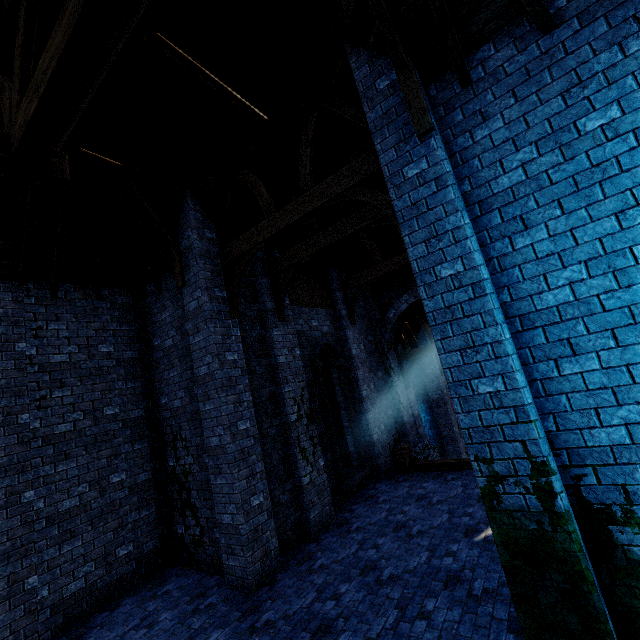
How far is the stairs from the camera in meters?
9.7

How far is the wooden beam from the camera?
9.08m

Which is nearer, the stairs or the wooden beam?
the wooden beam

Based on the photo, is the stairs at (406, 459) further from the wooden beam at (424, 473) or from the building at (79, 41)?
the building at (79, 41)

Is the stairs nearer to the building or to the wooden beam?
the wooden beam

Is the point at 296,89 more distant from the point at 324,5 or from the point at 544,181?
the point at 544,181

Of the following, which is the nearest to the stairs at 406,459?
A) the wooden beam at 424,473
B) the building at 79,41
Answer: the wooden beam at 424,473

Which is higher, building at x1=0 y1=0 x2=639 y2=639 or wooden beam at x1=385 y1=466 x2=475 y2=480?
building at x1=0 y1=0 x2=639 y2=639
